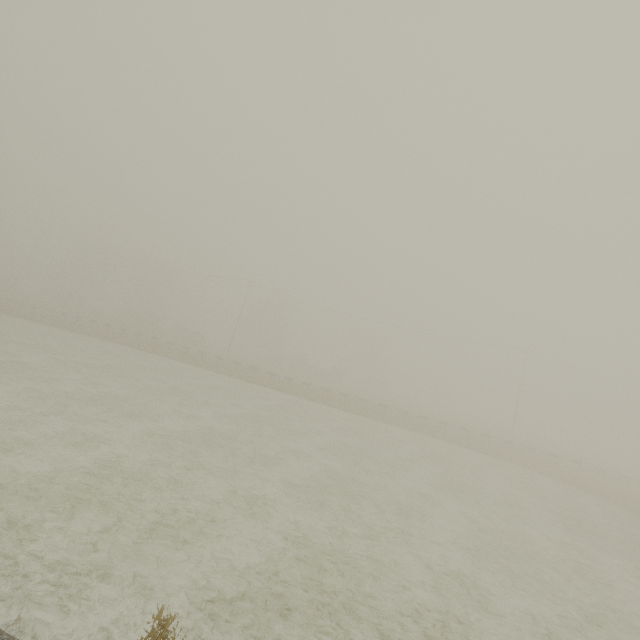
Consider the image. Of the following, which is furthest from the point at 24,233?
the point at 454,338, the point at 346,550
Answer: the point at 346,550
